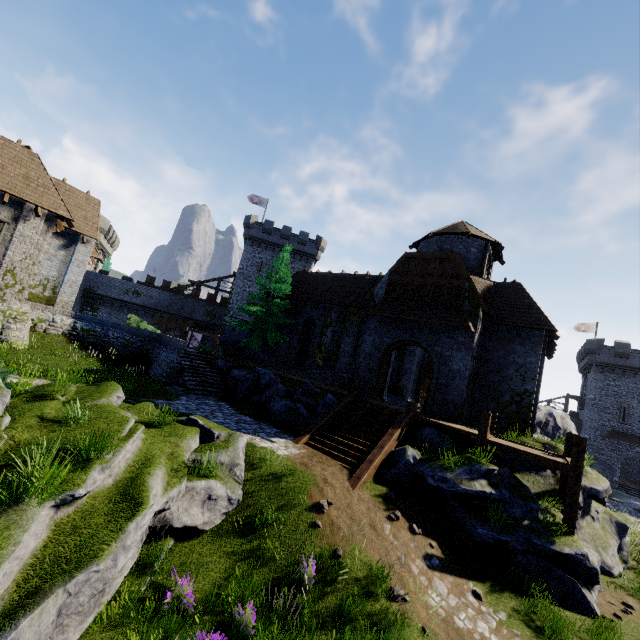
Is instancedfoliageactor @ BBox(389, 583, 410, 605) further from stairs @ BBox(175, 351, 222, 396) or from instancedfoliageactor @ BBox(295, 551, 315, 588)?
stairs @ BBox(175, 351, 222, 396)

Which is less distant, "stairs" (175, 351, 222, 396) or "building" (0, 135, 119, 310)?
"building" (0, 135, 119, 310)

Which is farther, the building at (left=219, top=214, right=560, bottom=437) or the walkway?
the building at (left=219, top=214, right=560, bottom=437)

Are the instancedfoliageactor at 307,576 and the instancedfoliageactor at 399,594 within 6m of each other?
yes

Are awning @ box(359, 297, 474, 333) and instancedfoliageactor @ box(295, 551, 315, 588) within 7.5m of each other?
no

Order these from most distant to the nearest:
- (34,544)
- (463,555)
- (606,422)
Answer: (606,422) < (463,555) < (34,544)

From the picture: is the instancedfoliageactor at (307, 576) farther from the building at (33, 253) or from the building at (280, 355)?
the building at (33, 253)

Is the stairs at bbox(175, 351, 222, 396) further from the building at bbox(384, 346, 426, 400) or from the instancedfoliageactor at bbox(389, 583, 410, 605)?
the instancedfoliageactor at bbox(389, 583, 410, 605)
